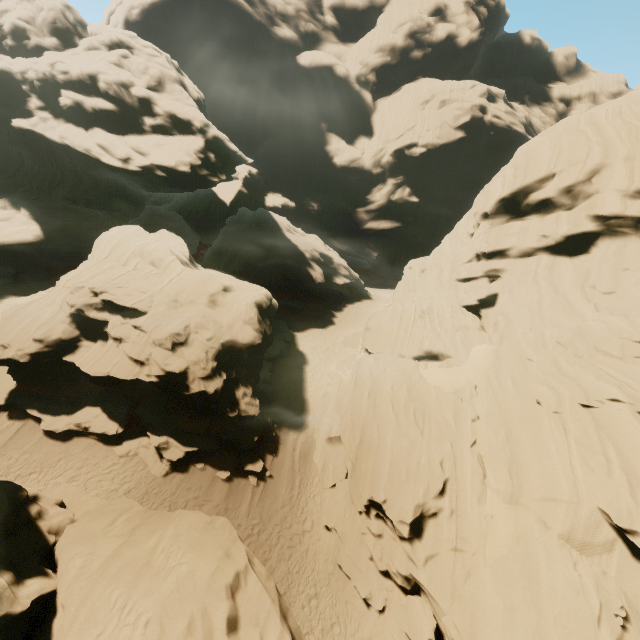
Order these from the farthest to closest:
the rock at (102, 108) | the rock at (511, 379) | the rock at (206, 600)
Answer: the rock at (102, 108) < the rock at (511, 379) < the rock at (206, 600)

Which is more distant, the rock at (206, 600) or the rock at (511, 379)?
the rock at (511, 379)

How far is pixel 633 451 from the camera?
13.67m

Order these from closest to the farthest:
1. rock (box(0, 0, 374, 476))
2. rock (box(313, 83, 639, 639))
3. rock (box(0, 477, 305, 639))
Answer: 1. rock (box(0, 477, 305, 639))
2. rock (box(313, 83, 639, 639))
3. rock (box(0, 0, 374, 476))

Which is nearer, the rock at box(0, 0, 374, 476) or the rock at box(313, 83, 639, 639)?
the rock at box(313, 83, 639, 639)
